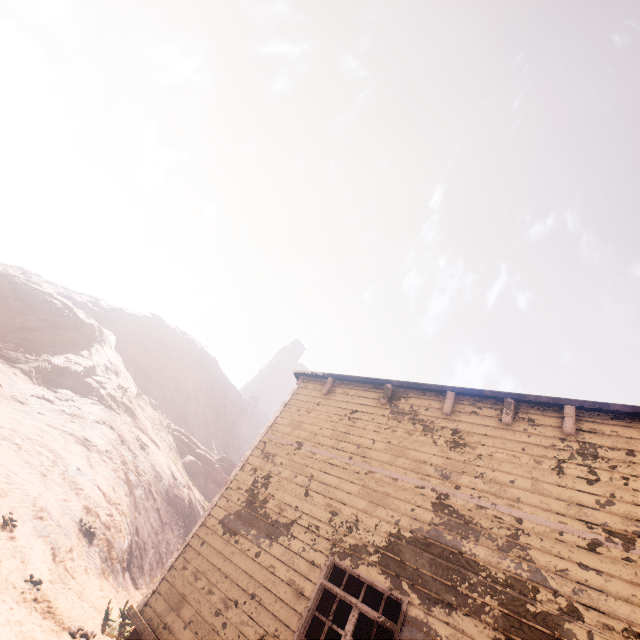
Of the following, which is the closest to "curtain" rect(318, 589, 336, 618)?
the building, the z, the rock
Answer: the building

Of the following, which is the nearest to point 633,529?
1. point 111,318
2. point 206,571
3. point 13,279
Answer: point 206,571

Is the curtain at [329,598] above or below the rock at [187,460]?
below

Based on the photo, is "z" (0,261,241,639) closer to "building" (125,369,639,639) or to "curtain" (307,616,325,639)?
"building" (125,369,639,639)

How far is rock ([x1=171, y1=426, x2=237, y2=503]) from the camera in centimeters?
2848cm

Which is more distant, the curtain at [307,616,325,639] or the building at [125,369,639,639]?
the curtain at [307,616,325,639]

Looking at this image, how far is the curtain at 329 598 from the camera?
4.97m
